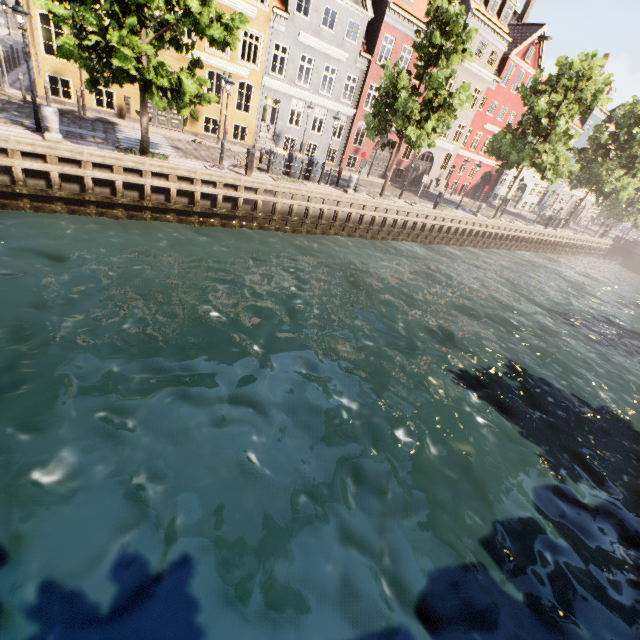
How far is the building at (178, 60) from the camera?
18.5 meters

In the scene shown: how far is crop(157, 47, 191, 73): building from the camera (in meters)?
18.48

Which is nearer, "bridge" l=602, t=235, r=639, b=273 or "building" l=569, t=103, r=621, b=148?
"building" l=569, t=103, r=621, b=148

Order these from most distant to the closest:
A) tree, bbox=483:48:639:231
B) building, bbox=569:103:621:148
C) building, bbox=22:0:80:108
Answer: building, bbox=569:103:621:148 < tree, bbox=483:48:639:231 < building, bbox=22:0:80:108

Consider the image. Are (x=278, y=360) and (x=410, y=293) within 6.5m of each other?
no
